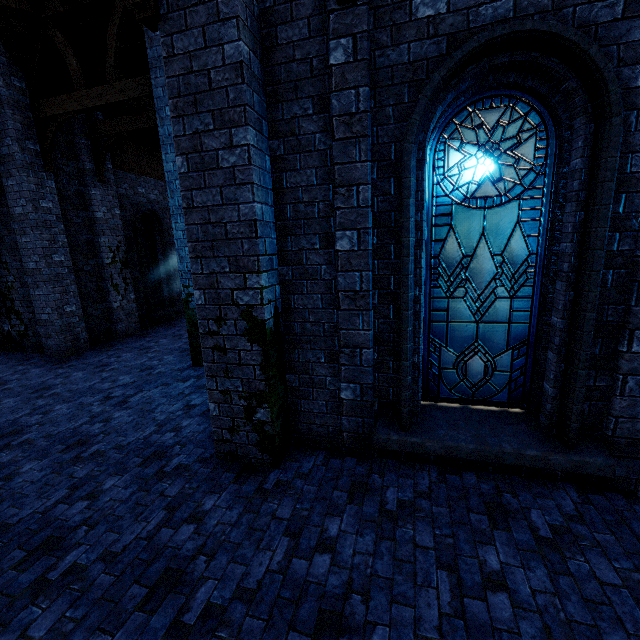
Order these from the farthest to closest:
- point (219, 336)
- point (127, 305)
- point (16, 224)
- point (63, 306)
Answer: point (127, 305) → point (63, 306) → point (16, 224) → point (219, 336)

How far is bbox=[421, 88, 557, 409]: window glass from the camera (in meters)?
3.52

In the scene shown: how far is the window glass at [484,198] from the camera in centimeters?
352cm
